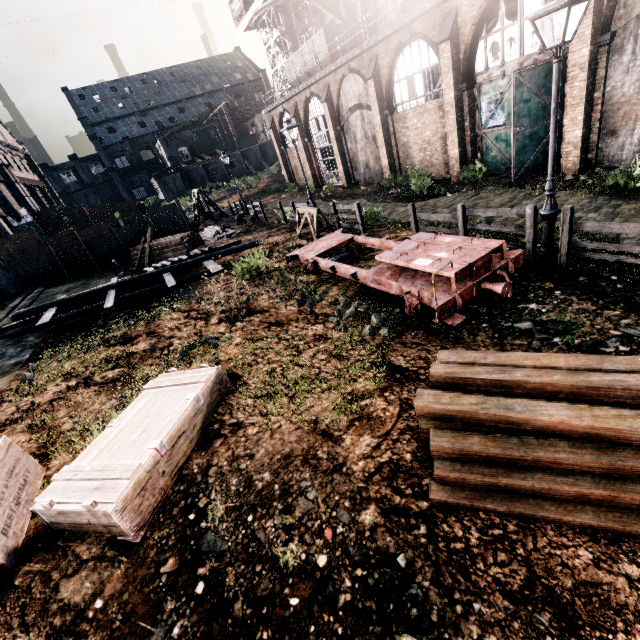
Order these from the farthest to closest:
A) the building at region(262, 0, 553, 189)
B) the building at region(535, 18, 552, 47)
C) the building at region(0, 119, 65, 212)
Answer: the building at region(0, 119, 65, 212), the building at region(262, 0, 553, 189), the building at region(535, 18, 552, 47)

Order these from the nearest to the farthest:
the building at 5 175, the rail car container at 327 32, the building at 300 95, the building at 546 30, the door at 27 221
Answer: the building at 546 30, the building at 300 95, the rail car container at 327 32, the door at 27 221, the building at 5 175

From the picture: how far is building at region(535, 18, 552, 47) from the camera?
13.30m

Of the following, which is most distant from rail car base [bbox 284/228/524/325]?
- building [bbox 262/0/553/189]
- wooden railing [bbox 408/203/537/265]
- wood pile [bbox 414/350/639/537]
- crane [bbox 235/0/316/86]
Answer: crane [bbox 235/0/316/86]

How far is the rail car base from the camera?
7.1 meters

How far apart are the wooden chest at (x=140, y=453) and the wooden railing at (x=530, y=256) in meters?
8.3 m

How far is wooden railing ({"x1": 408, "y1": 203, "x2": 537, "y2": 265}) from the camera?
8.4m

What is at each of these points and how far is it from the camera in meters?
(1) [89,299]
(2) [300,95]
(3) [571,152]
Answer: (1) wooden scaffolding, 16.5 m
(2) building, 28.9 m
(3) building, 13.7 m
